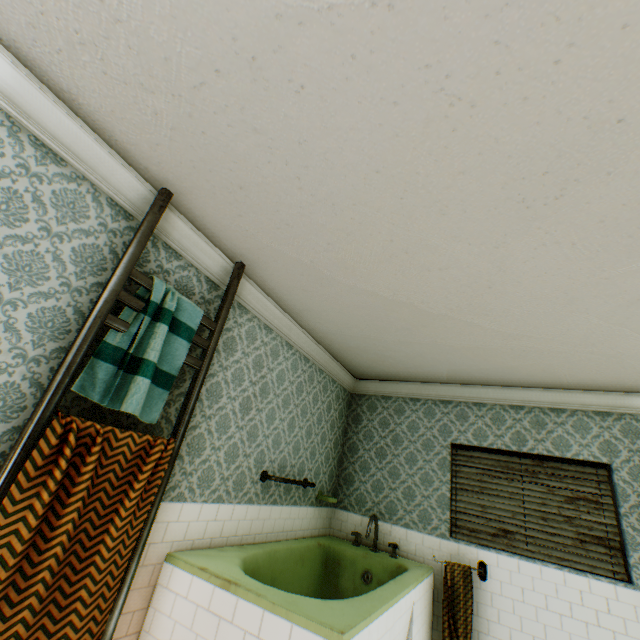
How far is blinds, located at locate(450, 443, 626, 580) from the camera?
3.56m

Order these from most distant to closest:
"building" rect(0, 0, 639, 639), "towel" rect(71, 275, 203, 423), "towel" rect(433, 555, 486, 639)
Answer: "towel" rect(433, 555, 486, 639)
"towel" rect(71, 275, 203, 423)
"building" rect(0, 0, 639, 639)

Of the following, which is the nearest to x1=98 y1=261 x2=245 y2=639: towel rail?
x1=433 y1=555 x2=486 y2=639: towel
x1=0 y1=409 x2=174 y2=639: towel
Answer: x1=0 y1=409 x2=174 y2=639: towel

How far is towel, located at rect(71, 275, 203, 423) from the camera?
1.9 meters

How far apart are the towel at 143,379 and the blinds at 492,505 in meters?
3.9

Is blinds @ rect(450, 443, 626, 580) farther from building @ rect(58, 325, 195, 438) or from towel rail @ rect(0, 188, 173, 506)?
towel rail @ rect(0, 188, 173, 506)

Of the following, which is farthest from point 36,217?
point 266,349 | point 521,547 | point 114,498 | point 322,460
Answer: point 521,547

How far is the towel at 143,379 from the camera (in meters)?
1.90
